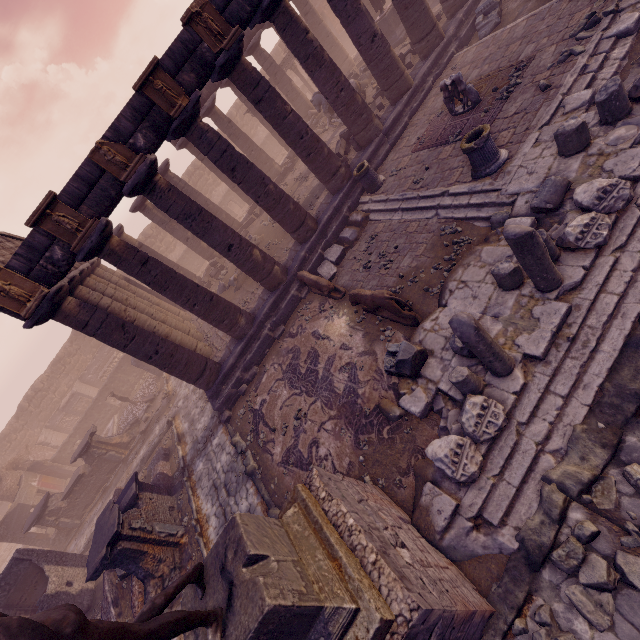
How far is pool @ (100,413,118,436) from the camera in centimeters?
2127cm

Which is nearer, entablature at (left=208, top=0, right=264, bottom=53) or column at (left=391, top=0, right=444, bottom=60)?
entablature at (left=208, top=0, right=264, bottom=53)

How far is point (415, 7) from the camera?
12.0 meters

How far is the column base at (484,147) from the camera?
7.48m

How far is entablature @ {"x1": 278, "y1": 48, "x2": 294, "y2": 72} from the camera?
23.30m

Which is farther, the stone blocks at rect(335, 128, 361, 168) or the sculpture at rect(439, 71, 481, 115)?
the stone blocks at rect(335, 128, 361, 168)

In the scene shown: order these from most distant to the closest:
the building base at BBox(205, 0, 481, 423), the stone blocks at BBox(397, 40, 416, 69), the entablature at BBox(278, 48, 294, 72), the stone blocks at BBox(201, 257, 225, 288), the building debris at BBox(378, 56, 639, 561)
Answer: the entablature at BBox(278, 48, 294, 72) < the stone blocks at BBox(201, 257, 225, 288) < the stone blocks at BBox(397, 40, 416, 69) < the building base at BBox(205, 0, 481, 423) < the building debris at BBox(378, 56, 639, 561)

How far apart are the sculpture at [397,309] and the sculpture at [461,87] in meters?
6.6
